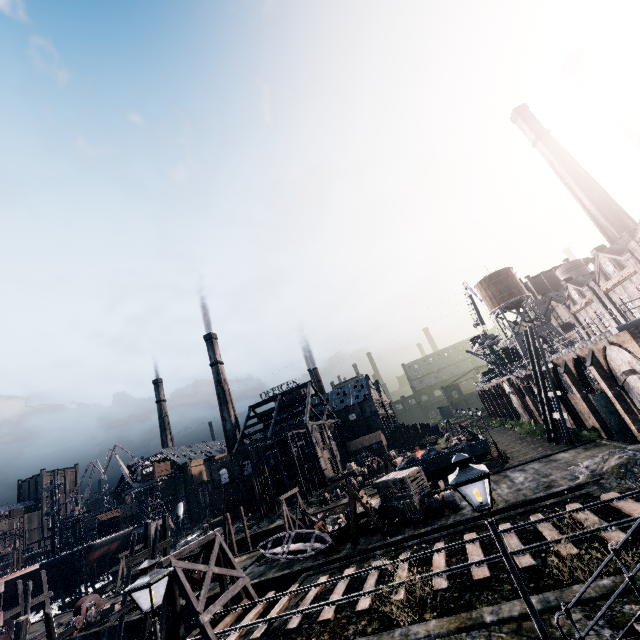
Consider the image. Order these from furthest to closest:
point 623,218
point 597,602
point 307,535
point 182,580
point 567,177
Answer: point 567,177 < point 623,218 < point 307,535 < point 182,580 < point 597,602

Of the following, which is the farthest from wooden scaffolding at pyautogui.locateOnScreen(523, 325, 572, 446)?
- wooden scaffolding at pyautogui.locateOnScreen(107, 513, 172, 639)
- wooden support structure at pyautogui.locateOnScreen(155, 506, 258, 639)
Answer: wooden scaffolding at pyautogui.locateOnScreen(107, 513, 172, 639)

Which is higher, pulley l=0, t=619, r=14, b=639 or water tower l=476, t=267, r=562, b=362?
water tower l=476, t=267, r=562, b=362

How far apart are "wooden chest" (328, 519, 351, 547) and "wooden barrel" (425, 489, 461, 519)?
6.83m

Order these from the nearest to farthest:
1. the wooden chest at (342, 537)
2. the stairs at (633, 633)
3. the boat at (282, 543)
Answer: the stairs at (633, 633) → the boat at (282, 543) → the wooden chest at (342, 537)

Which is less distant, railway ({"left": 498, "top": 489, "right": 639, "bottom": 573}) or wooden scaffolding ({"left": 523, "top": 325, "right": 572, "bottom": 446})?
railway ({"left": 498, "top": 489, "right": 639, "bottom": 573})

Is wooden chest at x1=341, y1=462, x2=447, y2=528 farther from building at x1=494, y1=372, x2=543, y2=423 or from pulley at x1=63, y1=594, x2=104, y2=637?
pulley at x1=63, y1=594, x2=104, y2=637

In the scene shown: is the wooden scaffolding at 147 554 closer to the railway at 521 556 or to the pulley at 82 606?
the railway at 521 556
